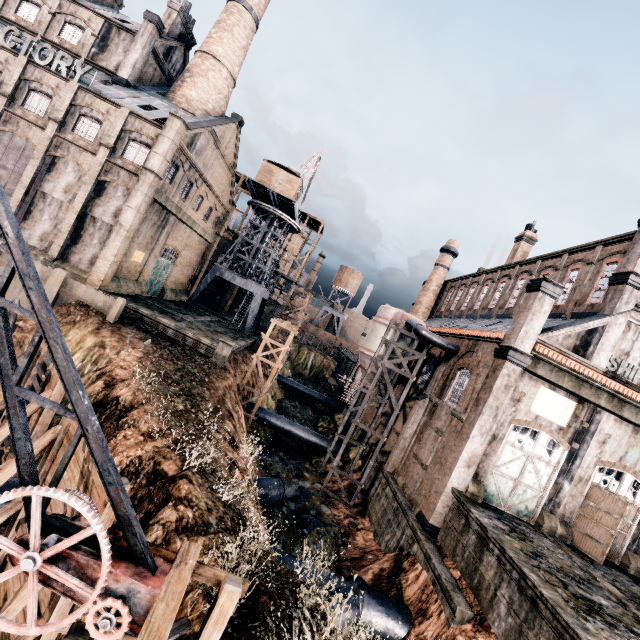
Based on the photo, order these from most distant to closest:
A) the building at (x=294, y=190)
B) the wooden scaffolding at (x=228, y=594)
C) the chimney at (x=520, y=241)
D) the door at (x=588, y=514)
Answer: the building at (x=294, y=190) < the chimney at (x=520, y=241) < the door at (x=588, y=514) < the wooden scaffolding at (x=228, y=594)

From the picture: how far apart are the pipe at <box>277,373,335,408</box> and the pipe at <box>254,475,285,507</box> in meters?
31.1 m

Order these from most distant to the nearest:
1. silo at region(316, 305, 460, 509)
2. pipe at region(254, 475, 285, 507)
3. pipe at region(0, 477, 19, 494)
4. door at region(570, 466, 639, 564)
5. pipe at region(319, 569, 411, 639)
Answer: silo at region(316, 305, 460, 509) < pipe at region(254, 475, 285, 507) < door at region(570, 466, 639, 564) < pipe at region(319, 569, 411, 639) < pipe at region(0, 477, 19, 494)

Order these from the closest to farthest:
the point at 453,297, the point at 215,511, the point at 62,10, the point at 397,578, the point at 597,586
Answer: the point at 215,511 → the point at 597,586 → the point at 397,578 → the point at 62,10 → the point at 453,297

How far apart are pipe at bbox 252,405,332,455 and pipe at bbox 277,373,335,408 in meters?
18.4 m

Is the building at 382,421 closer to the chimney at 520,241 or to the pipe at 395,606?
the chimney at 520,241

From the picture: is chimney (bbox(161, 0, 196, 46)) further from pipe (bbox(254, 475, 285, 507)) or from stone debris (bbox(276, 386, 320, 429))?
pipe (bbox(254, 475, 285, 507))

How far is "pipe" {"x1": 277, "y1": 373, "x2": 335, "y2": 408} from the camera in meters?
53.3 m
